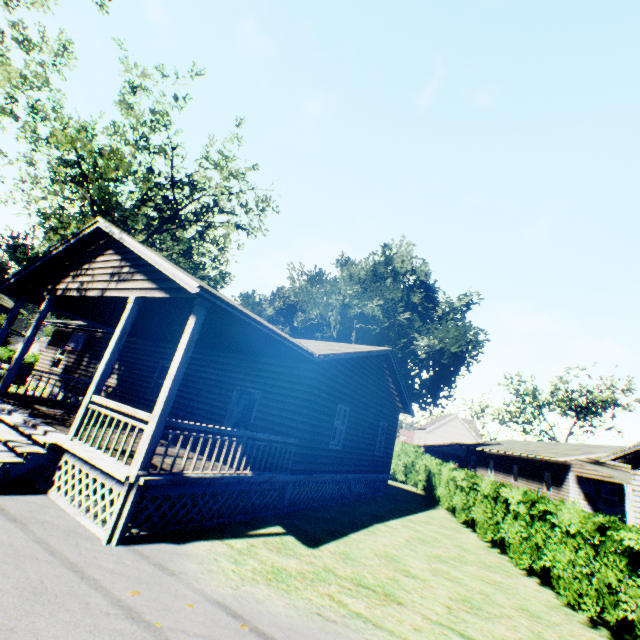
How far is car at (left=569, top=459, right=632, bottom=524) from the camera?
18.2m

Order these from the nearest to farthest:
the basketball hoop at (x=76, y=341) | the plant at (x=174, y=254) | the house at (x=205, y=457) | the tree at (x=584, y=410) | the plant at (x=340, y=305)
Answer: the house at (x=205, y=457) < the basketball hoop at (x=76, y=341) < the plant at (x=174, y=254) < the plant at (x=340, y=305) < the tree at (x=584, y=410)

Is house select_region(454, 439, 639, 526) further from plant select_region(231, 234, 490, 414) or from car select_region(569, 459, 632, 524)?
plant select_region(231, 234, 490, 414)

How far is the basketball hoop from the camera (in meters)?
17.78

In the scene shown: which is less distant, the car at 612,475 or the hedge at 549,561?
the hedge at 549,561

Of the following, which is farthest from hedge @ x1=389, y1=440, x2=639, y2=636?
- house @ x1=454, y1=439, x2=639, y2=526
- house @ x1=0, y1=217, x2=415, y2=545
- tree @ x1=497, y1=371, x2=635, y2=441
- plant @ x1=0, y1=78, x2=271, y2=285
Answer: tree @ x1=497, y1=371, x2=635, y2=441

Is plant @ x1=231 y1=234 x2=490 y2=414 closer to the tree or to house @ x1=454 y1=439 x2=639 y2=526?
house @ x1=454 y1=439 x2=639 y2=526

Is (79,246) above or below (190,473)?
above
